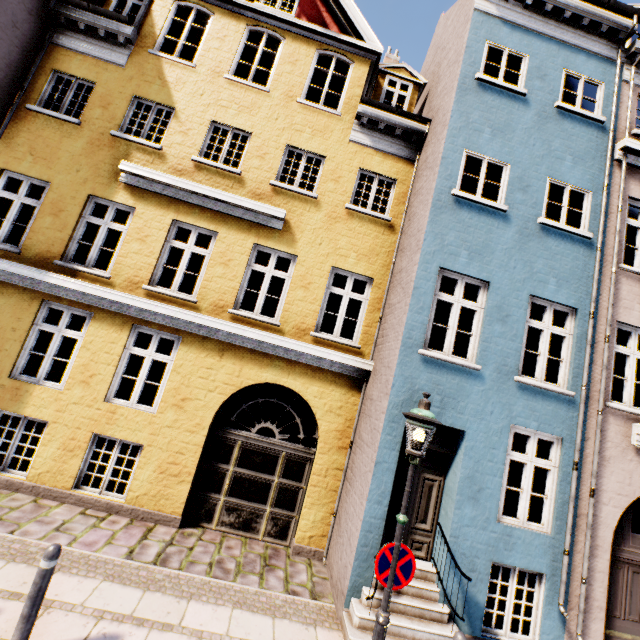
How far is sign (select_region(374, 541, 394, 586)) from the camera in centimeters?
404cm

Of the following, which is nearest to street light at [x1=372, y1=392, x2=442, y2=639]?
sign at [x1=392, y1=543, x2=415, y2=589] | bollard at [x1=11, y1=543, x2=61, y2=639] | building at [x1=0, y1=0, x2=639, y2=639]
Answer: sign at [x1=392, y1=543, x2=415, y2=589]

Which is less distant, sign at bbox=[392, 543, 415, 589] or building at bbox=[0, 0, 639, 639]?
sign at bbox=[392, 543, 415, 589]

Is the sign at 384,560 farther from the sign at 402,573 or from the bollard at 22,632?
the bollard at 22,632

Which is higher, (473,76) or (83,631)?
(473,76)

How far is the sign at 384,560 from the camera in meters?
4.0 m

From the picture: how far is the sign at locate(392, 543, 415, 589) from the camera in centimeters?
405cm

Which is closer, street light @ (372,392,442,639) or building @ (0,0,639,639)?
street light @ (372,392,442,639)
